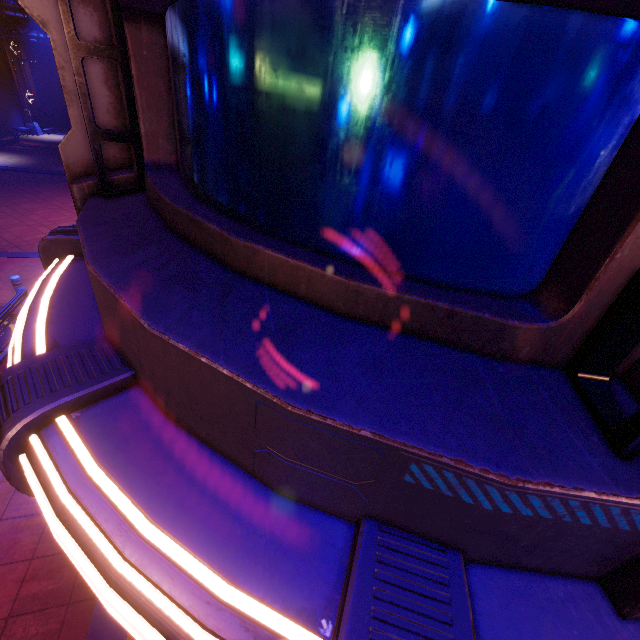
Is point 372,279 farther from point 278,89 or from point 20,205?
point 20,205

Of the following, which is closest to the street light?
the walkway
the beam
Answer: the walkway

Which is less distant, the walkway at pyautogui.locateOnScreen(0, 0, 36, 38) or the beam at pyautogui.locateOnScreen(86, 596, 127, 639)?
the beam at pyautogui.locateOnScreen(86, 596, 127, 639)

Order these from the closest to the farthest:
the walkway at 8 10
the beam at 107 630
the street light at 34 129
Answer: the beam at 107 630 → the walkway at 8 10 → the street light at 34 129

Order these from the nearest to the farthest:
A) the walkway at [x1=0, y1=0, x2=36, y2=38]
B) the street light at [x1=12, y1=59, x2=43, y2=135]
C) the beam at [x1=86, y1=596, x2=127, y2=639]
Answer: the beam at [x1=86, y1=596, x2=127, y2=639] < the walkway at [x1=0, y1=0, x2=36, y2=38] < the street light at [x1=12, y1=59, x2=43, y2=135]

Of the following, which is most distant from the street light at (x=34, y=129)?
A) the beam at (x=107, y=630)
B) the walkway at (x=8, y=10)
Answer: the beam at (x=107, y=630)

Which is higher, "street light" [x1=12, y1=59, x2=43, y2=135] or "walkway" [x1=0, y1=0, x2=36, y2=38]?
"walkway" [x1=0, y1=0, x2=36, y2=38]

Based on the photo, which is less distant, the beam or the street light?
the beam
